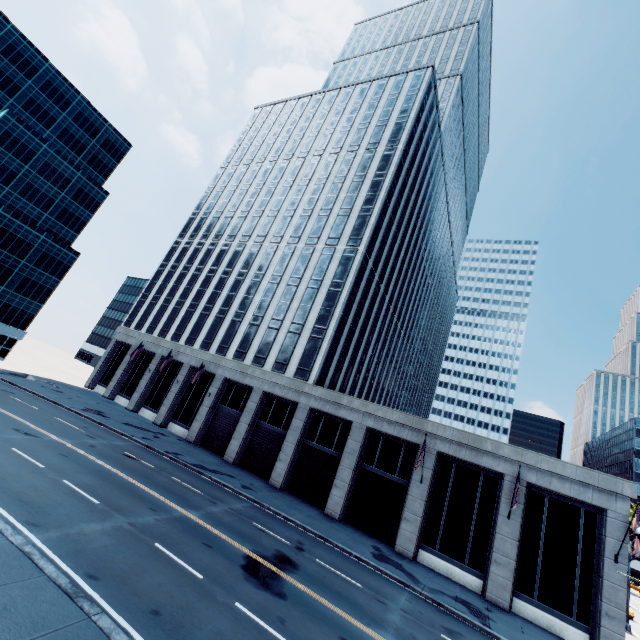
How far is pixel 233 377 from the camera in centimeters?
3672cm
